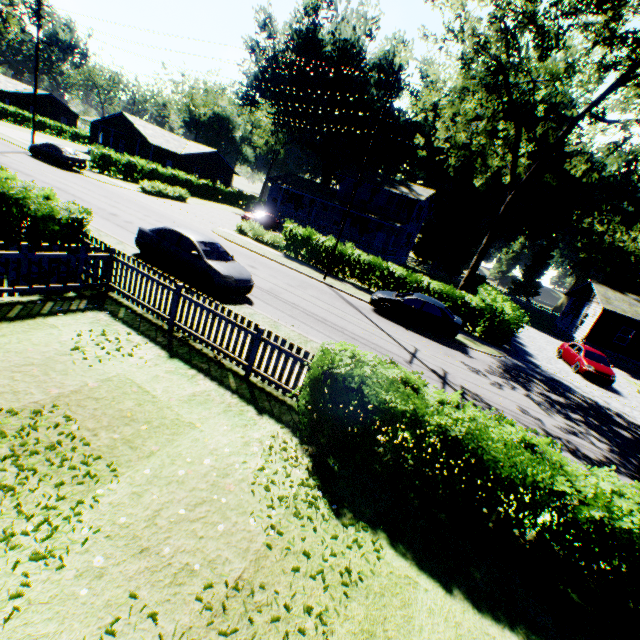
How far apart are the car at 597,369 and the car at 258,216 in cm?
2888

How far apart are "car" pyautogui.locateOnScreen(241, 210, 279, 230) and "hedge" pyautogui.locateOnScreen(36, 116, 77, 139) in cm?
4920

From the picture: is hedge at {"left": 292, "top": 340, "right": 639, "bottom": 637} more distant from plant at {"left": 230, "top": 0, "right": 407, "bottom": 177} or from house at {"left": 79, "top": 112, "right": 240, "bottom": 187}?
house at {"left": 79, "top": 112, "right": 240, "bottom": 187}

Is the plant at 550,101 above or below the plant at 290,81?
above

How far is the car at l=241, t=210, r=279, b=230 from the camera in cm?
3369

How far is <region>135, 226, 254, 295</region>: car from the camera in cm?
1122

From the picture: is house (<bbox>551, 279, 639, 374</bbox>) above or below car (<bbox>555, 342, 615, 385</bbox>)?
above

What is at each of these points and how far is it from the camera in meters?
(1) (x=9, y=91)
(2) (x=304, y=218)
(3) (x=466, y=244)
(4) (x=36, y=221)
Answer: (1) house, 55.2
(2) house, 38.7
(3) plant, 54.2
(4) hedge, 8.7
